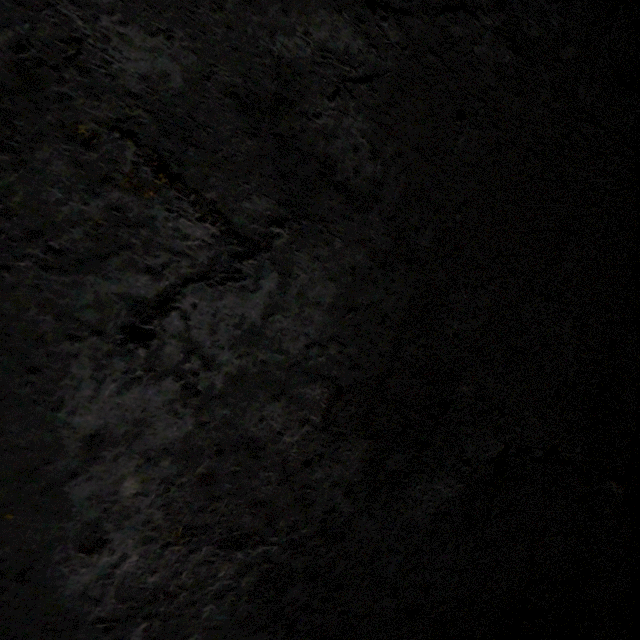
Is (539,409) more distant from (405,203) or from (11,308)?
(11,308)
